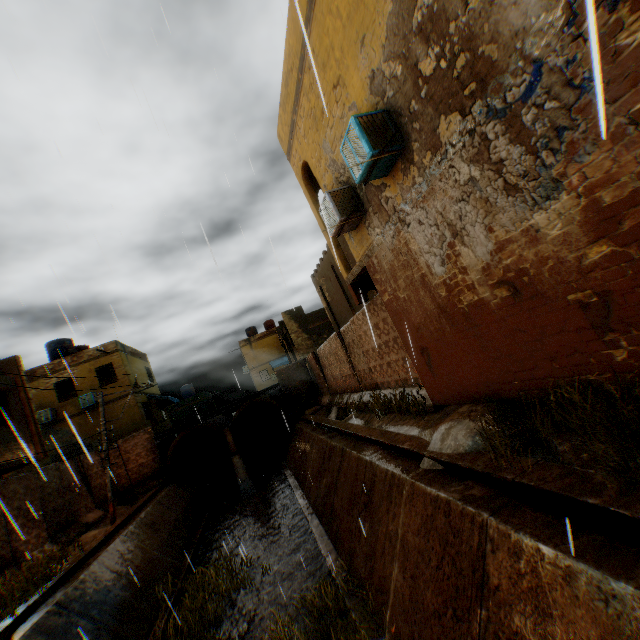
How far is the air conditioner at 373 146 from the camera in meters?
5.5

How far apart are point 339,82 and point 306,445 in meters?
14.4

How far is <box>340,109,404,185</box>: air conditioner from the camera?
5.5 meters

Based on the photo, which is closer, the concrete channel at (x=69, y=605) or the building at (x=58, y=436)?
the concrete channel at (x=69, y=605)

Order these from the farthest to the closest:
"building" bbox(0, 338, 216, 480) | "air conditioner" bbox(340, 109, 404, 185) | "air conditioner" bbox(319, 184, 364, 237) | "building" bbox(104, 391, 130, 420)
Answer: "building" bbox(104, 391, 130, 420) < "building" bbox(0, 338, 216, 480) < "air conditioner" bbox(319, 184, 364, 237) < "air conditioner" bbox(340, 109, 404, 185)

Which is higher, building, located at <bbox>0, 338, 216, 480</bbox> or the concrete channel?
building, located at <bbox>0, 338, 216, 480</bbox>

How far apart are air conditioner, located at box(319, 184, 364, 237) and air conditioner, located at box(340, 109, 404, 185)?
1.2 meters

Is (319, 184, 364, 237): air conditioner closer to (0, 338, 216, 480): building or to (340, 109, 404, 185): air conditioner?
(0, 338, 216, 480): building
